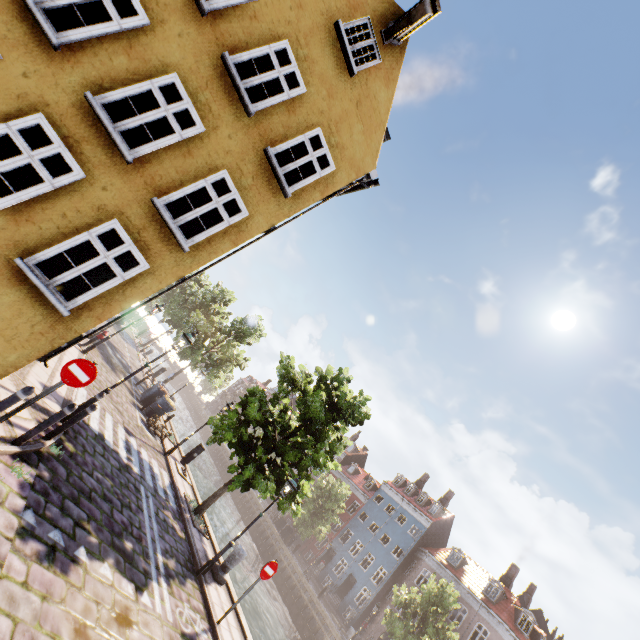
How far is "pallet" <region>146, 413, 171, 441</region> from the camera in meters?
16.1 m

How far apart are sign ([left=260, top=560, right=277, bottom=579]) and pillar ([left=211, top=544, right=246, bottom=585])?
2.1m

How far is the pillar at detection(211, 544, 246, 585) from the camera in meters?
10.3 m

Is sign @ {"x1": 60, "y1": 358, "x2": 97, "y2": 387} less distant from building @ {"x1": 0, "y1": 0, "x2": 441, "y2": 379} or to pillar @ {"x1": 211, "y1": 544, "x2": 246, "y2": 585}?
building @ {"x1": 0, "y1": 0, "x2": 441, "y2": 379}

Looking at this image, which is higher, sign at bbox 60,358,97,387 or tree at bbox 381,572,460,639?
tree at bbox 381,572,460,639

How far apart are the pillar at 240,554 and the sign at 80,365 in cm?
823

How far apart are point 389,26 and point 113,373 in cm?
1910

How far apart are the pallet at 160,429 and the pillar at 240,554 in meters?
7.4 m
